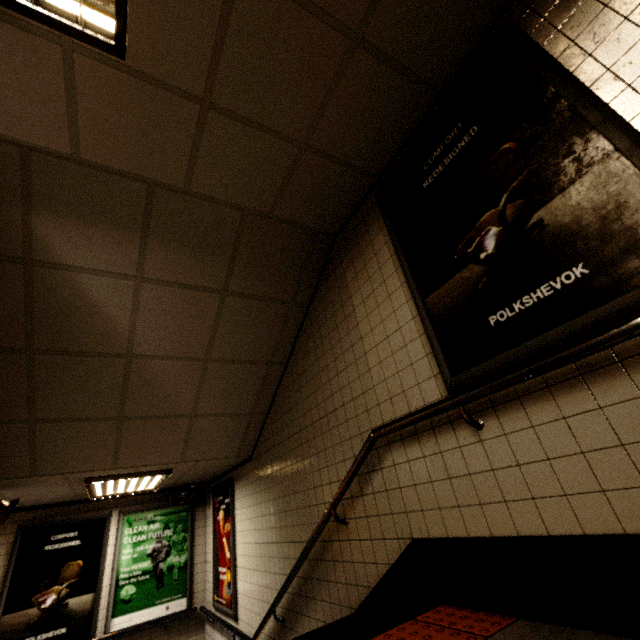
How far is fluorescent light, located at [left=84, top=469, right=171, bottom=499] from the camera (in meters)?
4.12

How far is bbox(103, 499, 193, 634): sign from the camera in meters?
5.3 m

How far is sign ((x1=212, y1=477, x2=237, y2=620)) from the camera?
4.7 meters

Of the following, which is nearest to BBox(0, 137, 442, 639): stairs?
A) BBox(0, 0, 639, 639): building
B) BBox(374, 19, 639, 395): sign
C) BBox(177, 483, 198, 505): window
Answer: BBox(0, 0, 639, 639): building

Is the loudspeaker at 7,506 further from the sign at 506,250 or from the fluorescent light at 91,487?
the sign at 506,250

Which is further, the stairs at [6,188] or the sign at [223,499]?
the sign at [223,499]

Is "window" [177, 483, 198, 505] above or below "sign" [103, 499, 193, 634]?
above

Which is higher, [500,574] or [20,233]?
[20,233]
